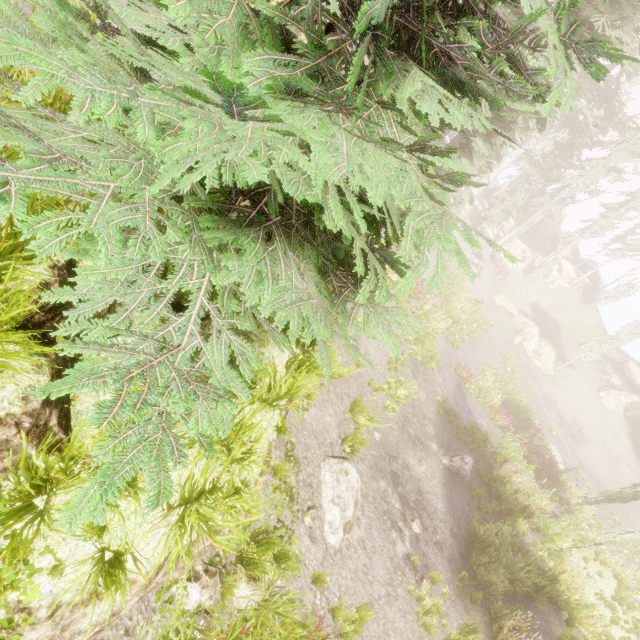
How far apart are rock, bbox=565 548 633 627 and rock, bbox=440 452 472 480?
4.80m

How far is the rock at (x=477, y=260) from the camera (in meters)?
33.94

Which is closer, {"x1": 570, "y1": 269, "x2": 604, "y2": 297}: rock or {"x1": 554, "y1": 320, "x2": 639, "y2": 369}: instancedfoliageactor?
{"x1": 554, "y1": 320, "x2": 639, "y2": 369}: instancedfoliageactor

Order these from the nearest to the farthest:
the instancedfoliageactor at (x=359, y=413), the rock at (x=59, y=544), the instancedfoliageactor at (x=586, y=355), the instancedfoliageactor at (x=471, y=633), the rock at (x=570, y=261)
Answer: the rock at (x=59, y=544), the instancedfoliageactor at (x=471, y=633), the instancedfoliageactor at (x=359, y=413), the instancedfoliageactor at (x=586, y=355), the rock at (x=570, y=261)

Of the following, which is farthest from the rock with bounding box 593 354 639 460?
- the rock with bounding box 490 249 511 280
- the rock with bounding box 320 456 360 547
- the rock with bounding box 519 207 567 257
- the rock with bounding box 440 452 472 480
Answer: the rock with bounding box 320 456 360 547

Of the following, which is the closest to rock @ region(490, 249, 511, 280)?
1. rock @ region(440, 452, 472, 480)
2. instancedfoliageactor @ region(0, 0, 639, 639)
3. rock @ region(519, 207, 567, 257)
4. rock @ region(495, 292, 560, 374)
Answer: instancedfoliageactor @ region(0, 0, 639, 639)

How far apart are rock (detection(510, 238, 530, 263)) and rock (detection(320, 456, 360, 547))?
42.8m

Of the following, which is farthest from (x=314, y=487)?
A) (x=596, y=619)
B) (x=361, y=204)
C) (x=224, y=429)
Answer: (x=596, y=619)
